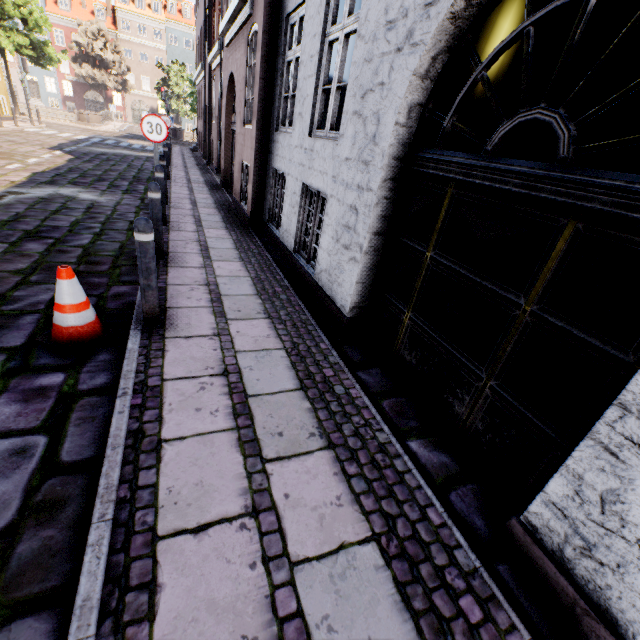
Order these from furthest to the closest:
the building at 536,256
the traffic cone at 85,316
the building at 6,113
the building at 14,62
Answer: the building at 14,62 < the building at 6,113 < the traffic cone at 85,316 < the building at 536,256

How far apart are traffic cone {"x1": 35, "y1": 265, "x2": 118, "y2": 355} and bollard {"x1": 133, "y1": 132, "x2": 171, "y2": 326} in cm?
175

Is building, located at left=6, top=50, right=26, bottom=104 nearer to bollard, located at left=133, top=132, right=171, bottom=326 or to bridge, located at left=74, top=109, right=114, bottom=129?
bollard, located at left=133, top=132, right=171, bottom=326

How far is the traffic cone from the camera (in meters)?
2.92

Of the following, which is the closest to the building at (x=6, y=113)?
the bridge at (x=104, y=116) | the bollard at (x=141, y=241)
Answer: the bollard at (x=141, y=241)

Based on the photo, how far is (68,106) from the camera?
48.69m

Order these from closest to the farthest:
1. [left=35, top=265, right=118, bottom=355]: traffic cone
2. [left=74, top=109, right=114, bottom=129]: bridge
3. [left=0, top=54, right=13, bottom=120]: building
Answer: [left=35, top=265, right=118, bottom=355]: traffic cone → [left=0, top=54, right=13, bottom=120]: building → [left=74, top=109, right=114, bottom=129]: bridge

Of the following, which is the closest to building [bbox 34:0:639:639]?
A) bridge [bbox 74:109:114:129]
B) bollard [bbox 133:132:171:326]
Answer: bollard [bbox 133:132:171:326]
